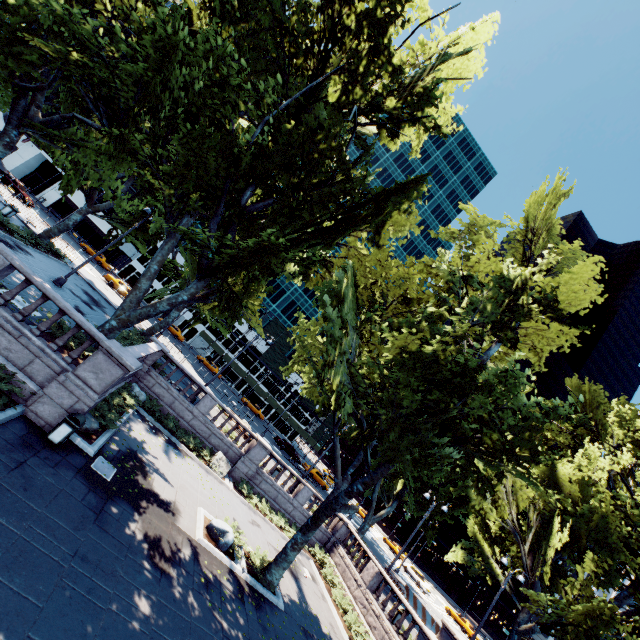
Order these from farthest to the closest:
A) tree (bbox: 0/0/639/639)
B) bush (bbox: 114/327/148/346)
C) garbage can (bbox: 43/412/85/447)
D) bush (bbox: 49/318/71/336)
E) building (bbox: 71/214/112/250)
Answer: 1. building (bbox: 71/214/112/250)
2. bush (bbox: 114/327/148/346)
3. bush (bbox: 49/318/71/336)
4. tree (bbox: 0/0/639/639)
5. garbage can (bbox: 43/412/85/447)

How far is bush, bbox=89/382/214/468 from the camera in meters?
13.5 m

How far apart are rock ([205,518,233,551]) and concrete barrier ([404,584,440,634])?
21.2 meters

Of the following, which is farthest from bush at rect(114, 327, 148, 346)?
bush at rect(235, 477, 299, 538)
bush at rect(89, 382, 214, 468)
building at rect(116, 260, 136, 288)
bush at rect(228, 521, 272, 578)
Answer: building at rect(116, 260, 136, 288)

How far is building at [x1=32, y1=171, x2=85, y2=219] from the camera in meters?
54.9

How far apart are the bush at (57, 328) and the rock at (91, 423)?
2.0m

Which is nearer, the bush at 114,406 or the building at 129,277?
the bush at 114,406

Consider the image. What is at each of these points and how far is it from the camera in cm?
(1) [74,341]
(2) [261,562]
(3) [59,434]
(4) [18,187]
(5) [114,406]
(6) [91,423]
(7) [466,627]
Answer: (1) bush, 1314
(2) bush, 1463
(3) garbage can, 1016
(4) vehicle, 3656
(5) bush, 1488
(6) rock, 1234
(7) vehicle, 4341
